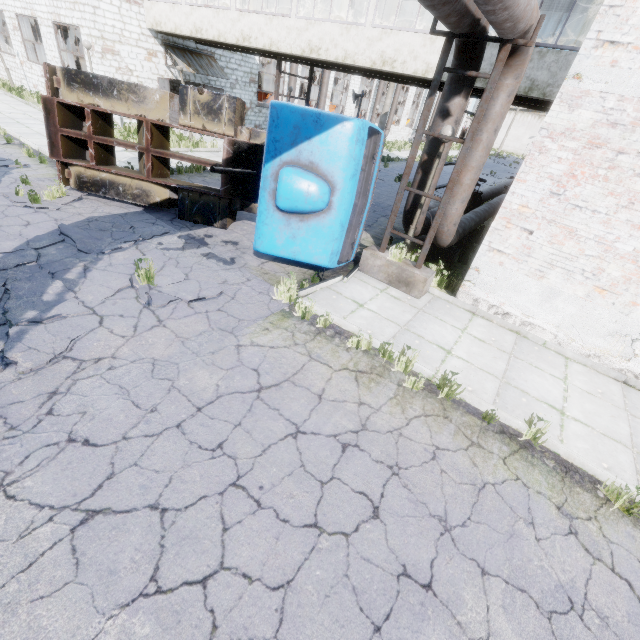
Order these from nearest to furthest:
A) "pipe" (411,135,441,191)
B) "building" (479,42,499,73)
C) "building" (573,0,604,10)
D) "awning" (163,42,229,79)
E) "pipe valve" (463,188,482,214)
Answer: "pipe" (411,135,441,191), "building" (479,42,499,73), "building" (573,0,604,10), "pipe valve" (463,188,482,214), "awning" (163,42,229,79)

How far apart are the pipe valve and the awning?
15.4 meters

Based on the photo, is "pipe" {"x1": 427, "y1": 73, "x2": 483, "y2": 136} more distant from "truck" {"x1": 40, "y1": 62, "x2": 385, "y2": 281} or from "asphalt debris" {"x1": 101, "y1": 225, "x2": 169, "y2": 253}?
"asphalt debris" {"x1": 101, "y1": 225, "x2": 169, "y2": 253}

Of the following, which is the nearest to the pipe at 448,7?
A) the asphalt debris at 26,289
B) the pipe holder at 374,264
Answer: the pipe holder at 374,264

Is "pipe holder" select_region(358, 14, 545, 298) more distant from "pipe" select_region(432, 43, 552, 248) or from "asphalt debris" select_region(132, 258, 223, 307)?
"asphalt debris" select_region(132, 258, 223, 307)

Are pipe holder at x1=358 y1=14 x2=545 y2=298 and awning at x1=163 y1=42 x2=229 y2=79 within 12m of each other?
no

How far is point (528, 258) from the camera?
6.71m

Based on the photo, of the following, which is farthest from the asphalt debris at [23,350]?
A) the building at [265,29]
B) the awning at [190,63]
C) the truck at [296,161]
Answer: the awning at [190,63]
